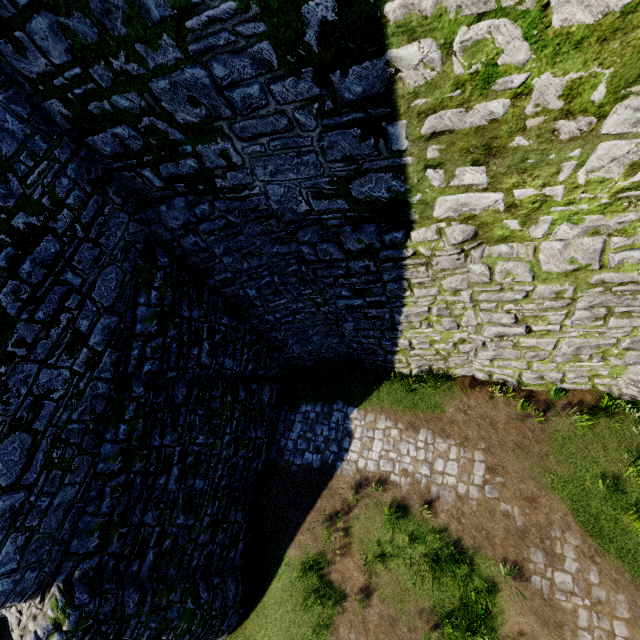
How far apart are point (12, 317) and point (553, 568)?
12.23m
